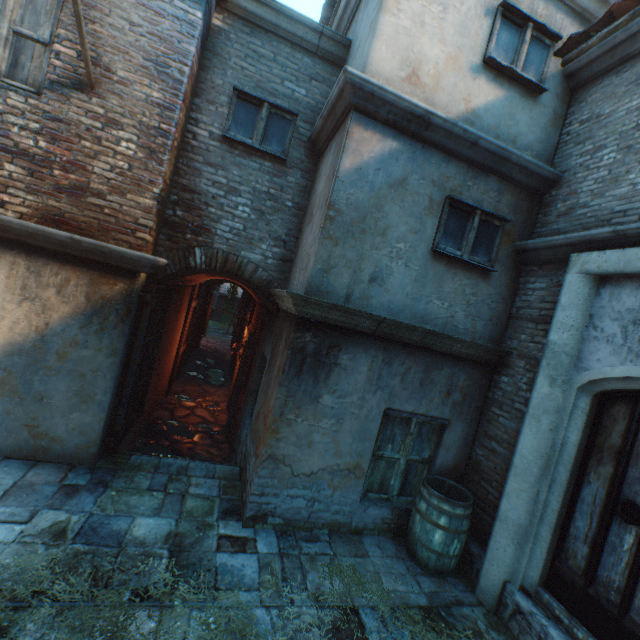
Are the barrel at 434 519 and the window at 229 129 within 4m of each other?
no

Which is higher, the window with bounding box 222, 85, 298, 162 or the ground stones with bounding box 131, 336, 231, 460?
the window with bounding box 222, 85, 298, 162

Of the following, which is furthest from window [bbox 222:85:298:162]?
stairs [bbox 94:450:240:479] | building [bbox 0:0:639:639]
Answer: stairs [bbox 94:450:240:479]

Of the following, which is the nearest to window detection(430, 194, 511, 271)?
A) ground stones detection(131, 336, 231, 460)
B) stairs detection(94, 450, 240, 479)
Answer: stairs detection(94, 450, 240, 479)

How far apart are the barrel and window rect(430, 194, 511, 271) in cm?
296

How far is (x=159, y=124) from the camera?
4.2 meters

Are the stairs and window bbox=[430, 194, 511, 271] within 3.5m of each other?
no

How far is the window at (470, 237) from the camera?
4.2 meters
